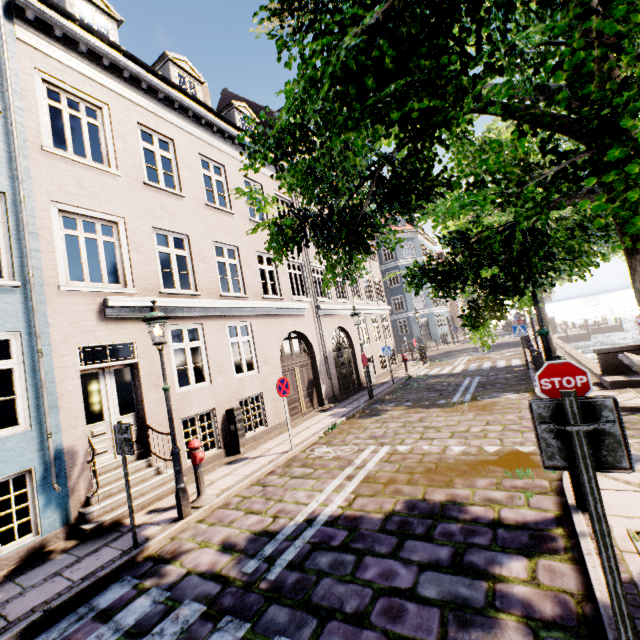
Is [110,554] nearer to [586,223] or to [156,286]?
[156,286]

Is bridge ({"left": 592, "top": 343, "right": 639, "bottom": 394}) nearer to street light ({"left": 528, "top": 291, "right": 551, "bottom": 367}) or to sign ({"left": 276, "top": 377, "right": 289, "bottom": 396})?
street light ({"left": 528, "top": 291, "right": 551, "bottom": 367})

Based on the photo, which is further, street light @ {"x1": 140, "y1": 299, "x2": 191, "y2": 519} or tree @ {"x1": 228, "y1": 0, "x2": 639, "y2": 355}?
street light @ {"x1": 140, "y1": 299, "x2": 191, "y2": 519}

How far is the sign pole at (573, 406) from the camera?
2.2m

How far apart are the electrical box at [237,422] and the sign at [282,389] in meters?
1.6 m

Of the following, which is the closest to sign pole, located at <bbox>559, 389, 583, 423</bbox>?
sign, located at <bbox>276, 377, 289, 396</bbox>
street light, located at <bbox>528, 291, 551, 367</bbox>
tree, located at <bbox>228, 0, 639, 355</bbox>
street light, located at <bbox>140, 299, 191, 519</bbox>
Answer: tree, located at <bbox>228, 0, 639, 355</bbox>

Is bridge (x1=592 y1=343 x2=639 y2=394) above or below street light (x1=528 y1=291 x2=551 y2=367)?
below

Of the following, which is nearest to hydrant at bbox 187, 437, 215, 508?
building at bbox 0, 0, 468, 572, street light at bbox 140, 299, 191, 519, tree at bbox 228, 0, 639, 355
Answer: street light at bbox 140, 299, 191, 519
